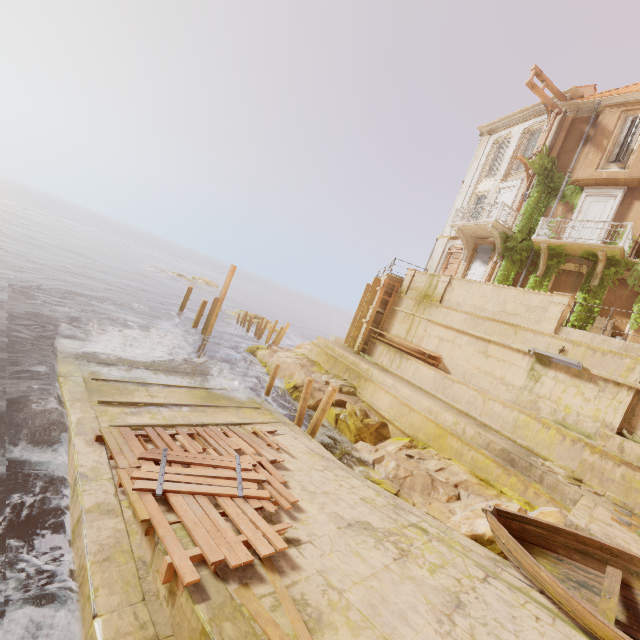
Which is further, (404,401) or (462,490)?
(404,401)

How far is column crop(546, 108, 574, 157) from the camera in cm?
1794

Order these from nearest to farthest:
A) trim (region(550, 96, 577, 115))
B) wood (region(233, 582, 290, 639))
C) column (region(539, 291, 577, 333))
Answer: wood (region(233, 582, 290, 639)) → column (region(539, 291, 577, 333)) → trim (region(550, 96, 577, 115))

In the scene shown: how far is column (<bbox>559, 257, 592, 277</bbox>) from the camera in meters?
15.9 m

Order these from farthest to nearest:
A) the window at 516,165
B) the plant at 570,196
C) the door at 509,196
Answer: the window at 516,165 → the door at 509,196 → the plant at 570,196

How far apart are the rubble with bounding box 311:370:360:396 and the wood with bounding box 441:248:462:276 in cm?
1069

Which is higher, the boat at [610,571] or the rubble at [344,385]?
the boat at [610,571]

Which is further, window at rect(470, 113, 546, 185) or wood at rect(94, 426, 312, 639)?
window at rect(470, 113, 546, 185)
